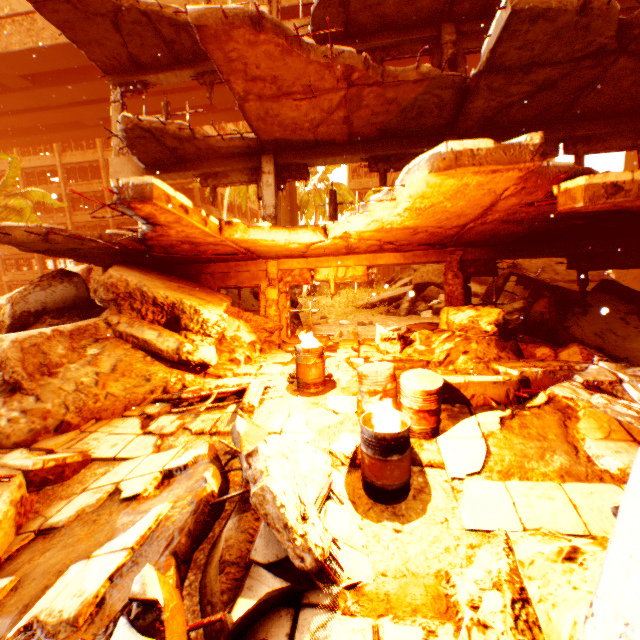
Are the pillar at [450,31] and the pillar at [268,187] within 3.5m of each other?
no

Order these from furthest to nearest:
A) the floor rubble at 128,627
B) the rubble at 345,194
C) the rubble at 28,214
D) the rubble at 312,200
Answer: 1. the rubble at 345,194
2. the rubble at 312,200
3. the rubble at 28,214
4. the floor rubble at 128,627

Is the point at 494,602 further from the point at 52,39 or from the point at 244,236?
the point at 52,39

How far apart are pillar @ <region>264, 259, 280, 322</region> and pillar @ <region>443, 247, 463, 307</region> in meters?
4.6 m

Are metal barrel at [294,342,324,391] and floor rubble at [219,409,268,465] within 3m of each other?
yes

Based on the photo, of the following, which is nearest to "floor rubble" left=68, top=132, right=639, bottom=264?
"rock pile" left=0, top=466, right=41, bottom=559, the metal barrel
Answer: the metal barrel

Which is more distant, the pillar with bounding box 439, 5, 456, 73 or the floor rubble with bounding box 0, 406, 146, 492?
the pillar with bounding box 439, 5, 456, 73

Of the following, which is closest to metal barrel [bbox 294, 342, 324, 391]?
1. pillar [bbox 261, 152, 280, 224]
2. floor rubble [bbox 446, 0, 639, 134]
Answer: pillar [bbox 261, 152, 280, 224]
